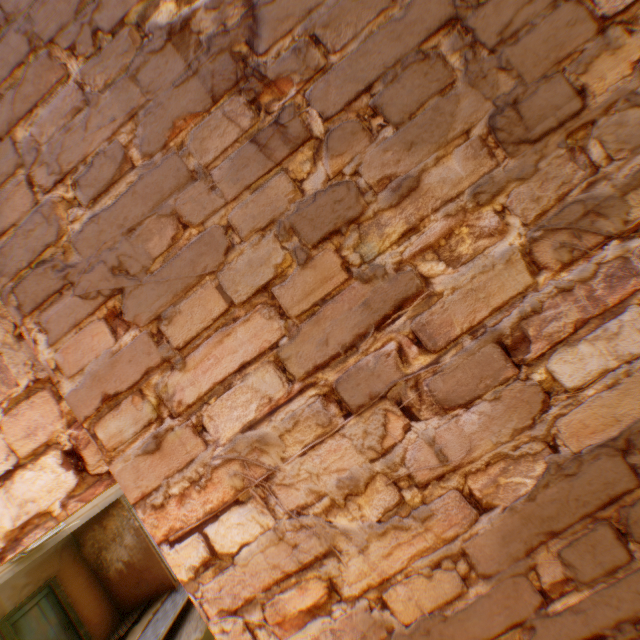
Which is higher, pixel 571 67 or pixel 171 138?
pixel 171 138

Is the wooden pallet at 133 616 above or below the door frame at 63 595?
below

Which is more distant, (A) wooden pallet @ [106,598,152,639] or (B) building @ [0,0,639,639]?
(A) wooden pallet @ [106,598,152,639]

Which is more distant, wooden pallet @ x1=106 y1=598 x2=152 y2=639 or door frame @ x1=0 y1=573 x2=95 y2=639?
wooden pallet @ x1=106 y1=598 x2=152 y2=639

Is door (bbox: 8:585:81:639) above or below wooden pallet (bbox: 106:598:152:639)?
above

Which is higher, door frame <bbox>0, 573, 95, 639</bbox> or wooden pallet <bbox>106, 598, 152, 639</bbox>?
door frame <bbox>0, 573, 95, 639</bbox>

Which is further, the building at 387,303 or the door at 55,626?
the door at 55,626

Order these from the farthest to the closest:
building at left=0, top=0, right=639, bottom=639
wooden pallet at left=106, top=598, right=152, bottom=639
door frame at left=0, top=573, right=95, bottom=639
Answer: wooden pallet at left=106, top=598, right=152, bottom=639 → door frame at left=0, top=573, right=95, bottom=639 → building at left=0, top=0, right=639, bottom=639
